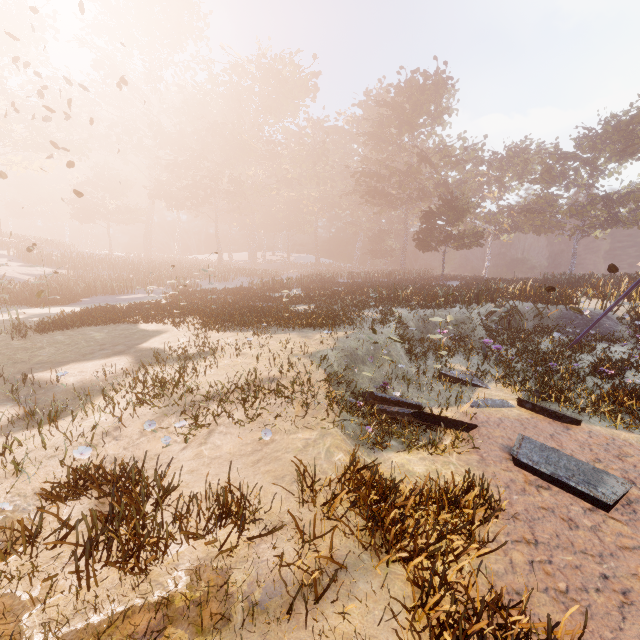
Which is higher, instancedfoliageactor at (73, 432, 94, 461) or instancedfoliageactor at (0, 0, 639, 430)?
instancedfoliageactor at (0, 0, 639, 430)

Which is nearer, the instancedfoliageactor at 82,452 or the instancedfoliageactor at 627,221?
the instancedfoliageactor at 82,452

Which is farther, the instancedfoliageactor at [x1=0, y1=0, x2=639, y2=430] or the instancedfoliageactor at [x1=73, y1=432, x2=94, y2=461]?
the instancedfoliageactor at [x1=0, y1=0, x2=639, y2=430]

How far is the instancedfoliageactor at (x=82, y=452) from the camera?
4.8 meters

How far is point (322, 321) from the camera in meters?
11.7 m

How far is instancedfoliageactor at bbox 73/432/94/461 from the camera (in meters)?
4.80
